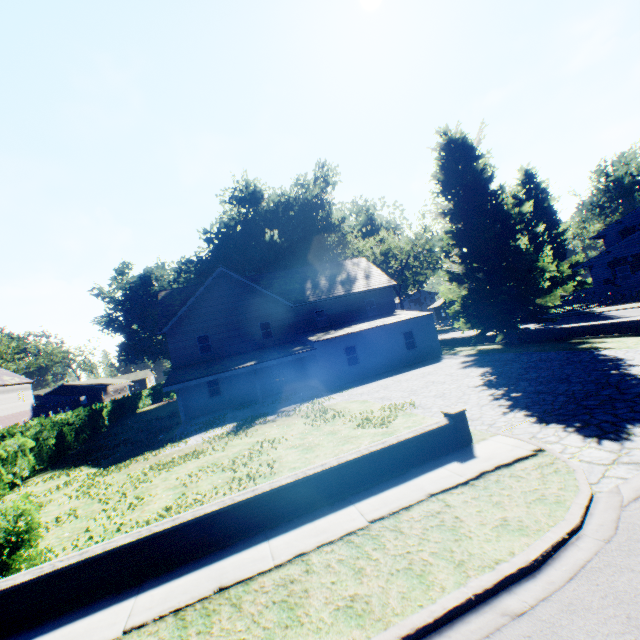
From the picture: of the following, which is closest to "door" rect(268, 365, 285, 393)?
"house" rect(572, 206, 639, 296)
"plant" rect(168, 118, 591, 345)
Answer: "plant" rect(168, 118, 591, 345)

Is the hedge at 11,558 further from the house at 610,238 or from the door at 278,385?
the house at 610,238

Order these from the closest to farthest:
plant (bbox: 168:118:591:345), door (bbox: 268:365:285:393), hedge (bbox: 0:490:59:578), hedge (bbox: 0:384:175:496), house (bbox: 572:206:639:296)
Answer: hedge (bbox: 0:490:59:578) < hedge (bbox: 0:384:175:496) < plant (bbox: 168:118:591:345) < door (bbox: 268:365:285:393) < house (bbox: 572:206:639:296)

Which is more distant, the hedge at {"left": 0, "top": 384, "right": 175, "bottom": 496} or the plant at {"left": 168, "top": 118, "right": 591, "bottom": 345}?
the plant at {"left": 168, "top": 118, "right": 591, "bottom": 345}

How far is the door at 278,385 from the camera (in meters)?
26.67

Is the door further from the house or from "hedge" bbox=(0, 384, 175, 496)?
the house

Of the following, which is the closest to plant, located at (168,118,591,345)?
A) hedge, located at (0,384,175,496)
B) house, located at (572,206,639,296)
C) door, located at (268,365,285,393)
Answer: house, located at (572,206,639,296)

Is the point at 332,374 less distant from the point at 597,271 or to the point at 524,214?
the point at 524,214
